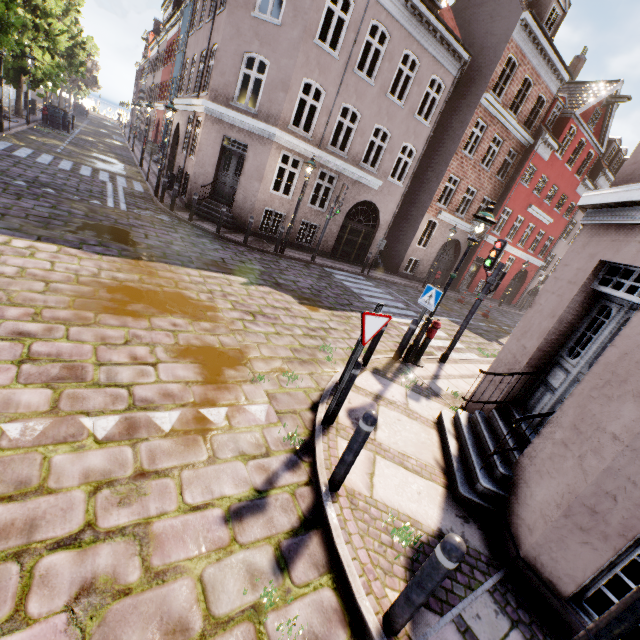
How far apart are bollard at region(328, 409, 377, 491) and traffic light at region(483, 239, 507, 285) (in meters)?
6.16

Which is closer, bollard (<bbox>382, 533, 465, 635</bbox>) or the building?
bollard (<bbox>382, 533, 465, 635</bbox>)

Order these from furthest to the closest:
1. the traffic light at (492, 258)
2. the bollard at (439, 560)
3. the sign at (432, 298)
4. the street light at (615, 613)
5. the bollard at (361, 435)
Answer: the traffic light at (492, 258) < the sign at (432, 298) < the bollard at (361, 435) < the bollard at (439, 560) < the street light at (615, 613)

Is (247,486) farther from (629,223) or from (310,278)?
(310,278)

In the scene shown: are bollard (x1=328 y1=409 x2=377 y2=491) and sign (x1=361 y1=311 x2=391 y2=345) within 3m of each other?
yes

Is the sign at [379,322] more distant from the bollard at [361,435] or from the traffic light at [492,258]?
the traffic light at [492,258]

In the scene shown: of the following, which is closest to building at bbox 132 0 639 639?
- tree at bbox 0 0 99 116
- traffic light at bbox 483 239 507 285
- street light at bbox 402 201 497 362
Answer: street light at bbox 402 201 497 362

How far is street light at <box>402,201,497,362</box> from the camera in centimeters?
660cm
